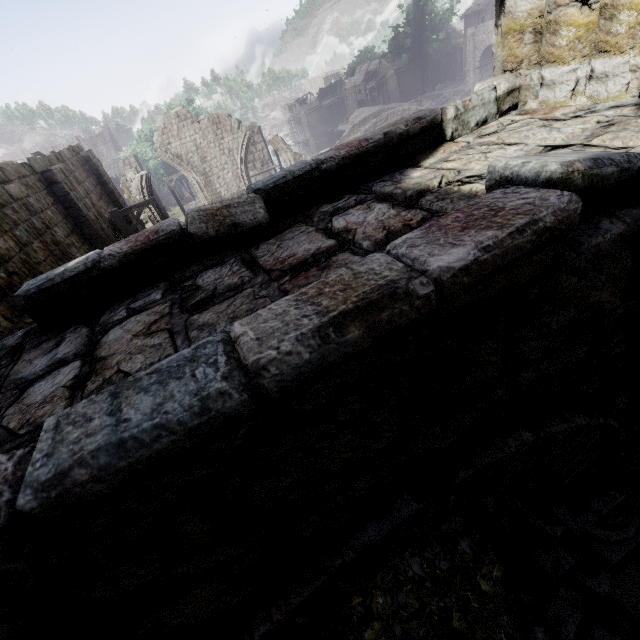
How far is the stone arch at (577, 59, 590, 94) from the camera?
2.35m

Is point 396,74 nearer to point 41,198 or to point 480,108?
point 41,198

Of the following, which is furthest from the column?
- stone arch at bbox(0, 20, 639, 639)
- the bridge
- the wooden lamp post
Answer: the bridge

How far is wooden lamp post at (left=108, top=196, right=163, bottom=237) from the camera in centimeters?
1073cm

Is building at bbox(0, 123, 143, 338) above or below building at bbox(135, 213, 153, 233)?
above

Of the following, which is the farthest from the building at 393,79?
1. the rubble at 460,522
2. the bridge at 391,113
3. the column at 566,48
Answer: the bridge at 391,113

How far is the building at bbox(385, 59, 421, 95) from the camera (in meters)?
58.50

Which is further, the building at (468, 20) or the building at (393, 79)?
the building at (393, 79)
